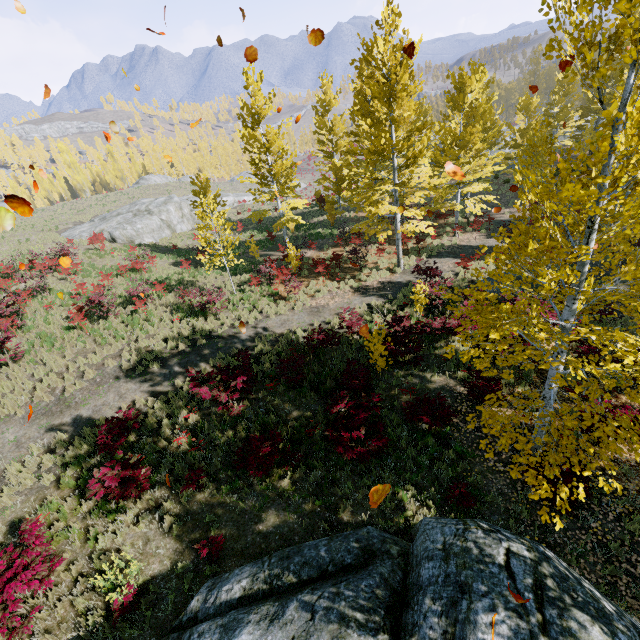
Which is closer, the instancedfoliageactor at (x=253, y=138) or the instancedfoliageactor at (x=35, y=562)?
the instancedfoliageactor at (x=35, y=562)

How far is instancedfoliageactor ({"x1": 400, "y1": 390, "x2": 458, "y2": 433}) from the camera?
8.1 meters

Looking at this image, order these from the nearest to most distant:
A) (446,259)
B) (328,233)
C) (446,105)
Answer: (446,105) → (446,259) → (328,233)

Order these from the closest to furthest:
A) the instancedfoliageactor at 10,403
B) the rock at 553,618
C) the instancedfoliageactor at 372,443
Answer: the rock at 553,618 → the instancedfoliageactor at 372,443 → the instancedfoliageactor at 10,403

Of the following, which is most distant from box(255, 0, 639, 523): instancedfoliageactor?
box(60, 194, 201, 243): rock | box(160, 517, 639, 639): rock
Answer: box(60, 194, 201, 243): rock

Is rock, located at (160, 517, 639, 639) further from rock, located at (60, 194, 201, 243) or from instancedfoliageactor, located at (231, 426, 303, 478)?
rock, located at (60, 194, 201, 243)
